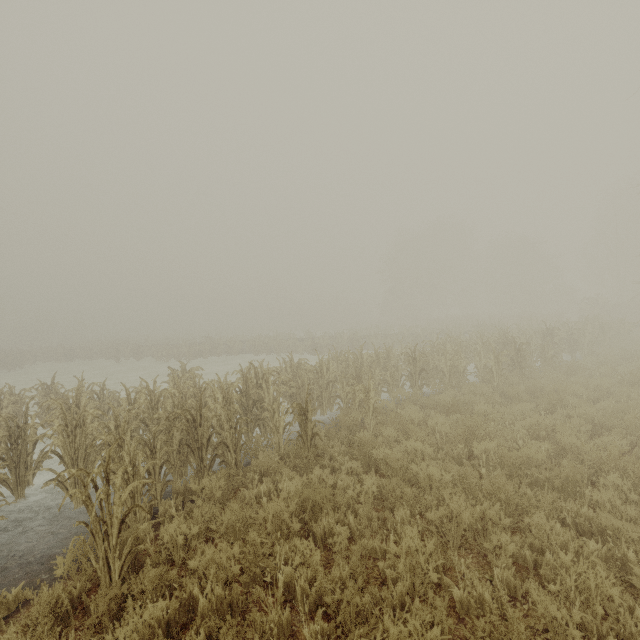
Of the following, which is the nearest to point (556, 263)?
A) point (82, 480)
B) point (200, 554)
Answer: point (200, 554)
